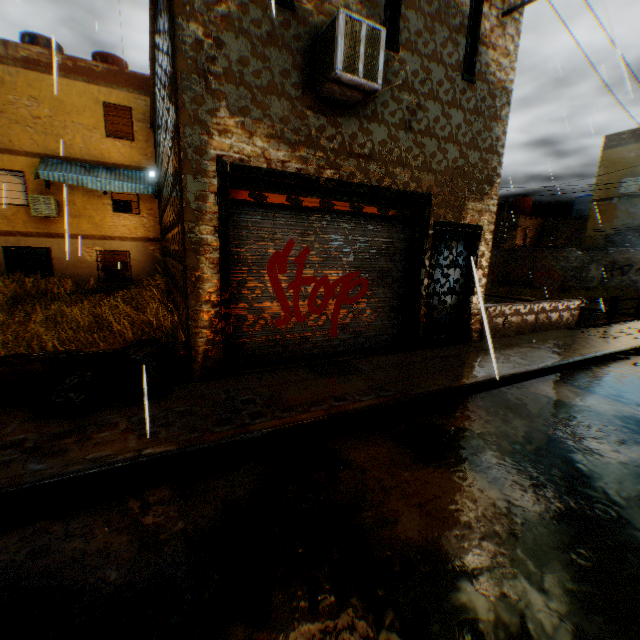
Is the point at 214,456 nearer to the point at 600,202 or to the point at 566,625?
the point at 566,625

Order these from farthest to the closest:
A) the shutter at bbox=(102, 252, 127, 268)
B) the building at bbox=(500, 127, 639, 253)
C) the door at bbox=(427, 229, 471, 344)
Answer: the building at bbox=(500, 127, 639, 253) < the shutter at bbox=(102, 252, 127, 268) < the door at bbox=(427, 229, 471, 344)

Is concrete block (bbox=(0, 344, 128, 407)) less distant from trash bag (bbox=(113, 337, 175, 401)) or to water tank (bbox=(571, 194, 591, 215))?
trash bag (bbox=(113, 337, 175, 401))

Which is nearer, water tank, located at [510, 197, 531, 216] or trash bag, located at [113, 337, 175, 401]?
trash bag, located at [113, 337, 175, 401]

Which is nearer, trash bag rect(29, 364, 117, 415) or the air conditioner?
trash bag rect(29, 364, 117, 415)

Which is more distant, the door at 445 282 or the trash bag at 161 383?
the door at 445 282

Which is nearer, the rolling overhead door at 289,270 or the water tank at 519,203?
the rolling overhead door at 289,270

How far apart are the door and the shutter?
14.3m
